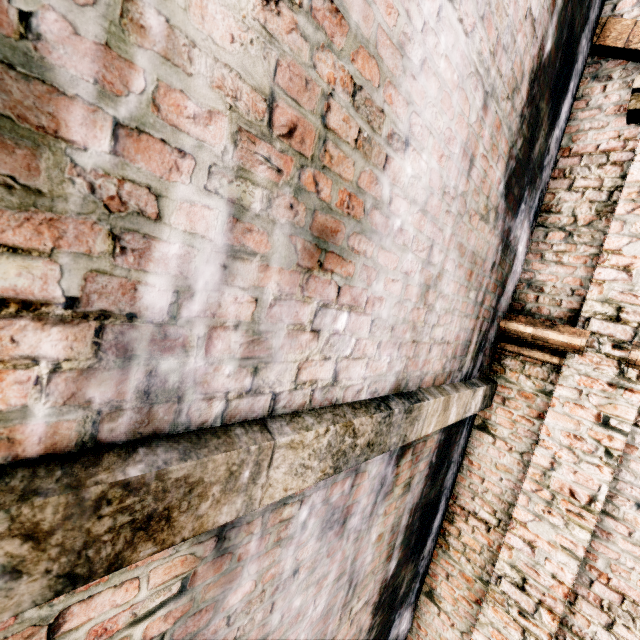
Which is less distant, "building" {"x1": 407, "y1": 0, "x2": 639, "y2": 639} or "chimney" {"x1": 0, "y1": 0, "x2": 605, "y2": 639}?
"chimney" {"x1": 0, "y1": 0, "x2": 605, "y2": 639}

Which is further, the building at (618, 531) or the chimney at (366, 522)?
the building at (618, 531)

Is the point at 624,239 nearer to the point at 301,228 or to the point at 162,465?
the point at 301,228
